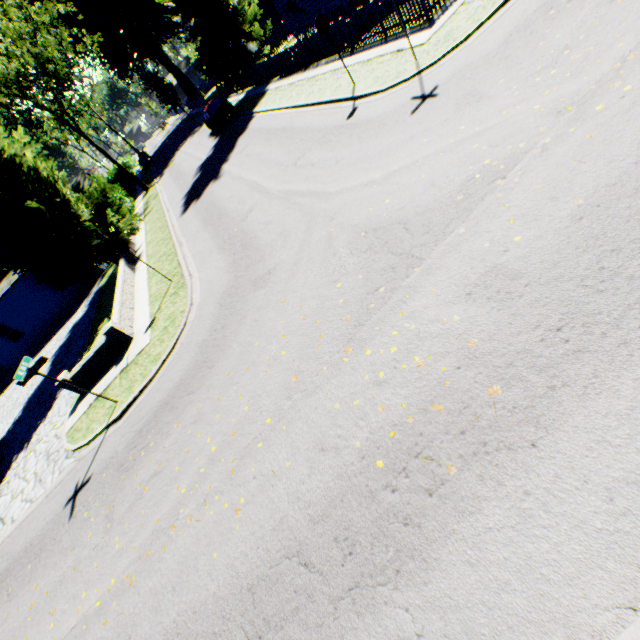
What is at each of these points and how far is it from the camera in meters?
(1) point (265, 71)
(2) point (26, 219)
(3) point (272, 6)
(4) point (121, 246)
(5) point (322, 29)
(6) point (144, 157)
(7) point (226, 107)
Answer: (1) fence, 24.0 m
(2) plant, 15.7 m
(3) house, 36.0 m
(4) sign, 11.2 m
(5) sign, 10.9 m
(6) car, 48.3 m
(7) car, 25.4 m

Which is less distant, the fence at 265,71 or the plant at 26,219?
the plant at 26,219

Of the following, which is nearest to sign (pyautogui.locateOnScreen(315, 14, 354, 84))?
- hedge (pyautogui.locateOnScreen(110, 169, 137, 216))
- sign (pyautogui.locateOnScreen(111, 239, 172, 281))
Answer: sign (pyautogui.locateOnScreen(111, 239, 172, 281))

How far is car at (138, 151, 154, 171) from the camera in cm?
4750

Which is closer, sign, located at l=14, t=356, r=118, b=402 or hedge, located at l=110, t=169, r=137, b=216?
sign, located at l=14, t=356, r=118, b=402

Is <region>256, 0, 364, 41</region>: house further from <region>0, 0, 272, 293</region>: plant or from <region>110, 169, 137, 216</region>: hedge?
<region>110, 169, 137, 216</region>: hedge

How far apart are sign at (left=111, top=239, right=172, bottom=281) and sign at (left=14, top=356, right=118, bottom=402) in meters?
4.5 m

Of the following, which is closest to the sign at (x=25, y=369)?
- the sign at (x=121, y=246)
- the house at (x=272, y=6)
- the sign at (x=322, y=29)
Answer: the sign at (x=121, y=246)
